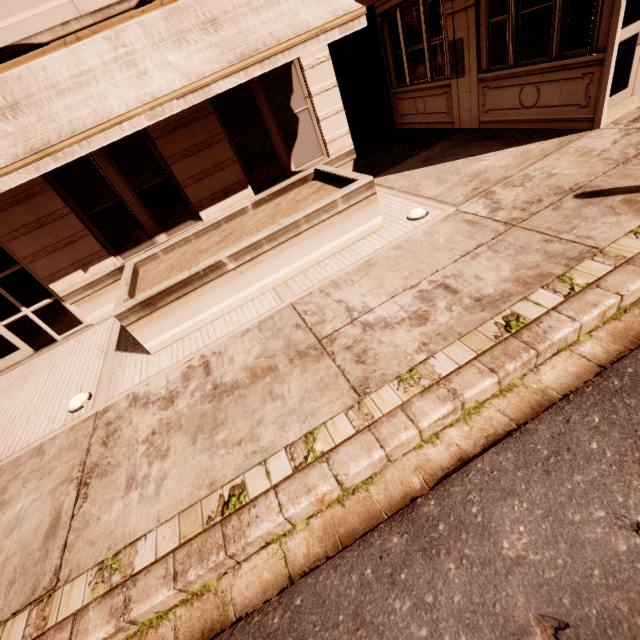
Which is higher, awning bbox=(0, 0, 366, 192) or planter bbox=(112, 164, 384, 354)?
awning bbox=(0, 0, 366, 192)

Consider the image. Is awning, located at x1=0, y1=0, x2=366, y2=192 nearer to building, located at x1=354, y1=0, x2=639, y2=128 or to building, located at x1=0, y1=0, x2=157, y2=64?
building, located at x1=0, y1=0, x2=157, y2=64

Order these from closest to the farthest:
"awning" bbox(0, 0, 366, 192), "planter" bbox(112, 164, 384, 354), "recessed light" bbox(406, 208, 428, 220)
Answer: "awning" bbox(0, 0, 366, 192), "planter" bbox(112, 164, 384, 354), "recessed light" bbox(406, 208, 428, 220)

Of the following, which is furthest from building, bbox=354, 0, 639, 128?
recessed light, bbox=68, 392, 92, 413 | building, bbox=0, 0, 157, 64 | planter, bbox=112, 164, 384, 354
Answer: recessed light, bbox=68, 392, 92, 413

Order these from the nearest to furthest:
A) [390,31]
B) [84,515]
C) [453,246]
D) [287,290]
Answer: [84,515], [453,246], [287,290], [390,31]

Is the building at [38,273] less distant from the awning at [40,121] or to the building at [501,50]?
the awning at [40,121]

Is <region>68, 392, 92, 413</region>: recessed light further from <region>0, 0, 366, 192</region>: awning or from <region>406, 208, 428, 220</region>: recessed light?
<region>406, 208, 428, 220</region>: recessed light

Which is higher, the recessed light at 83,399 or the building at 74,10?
the building at 74,10
